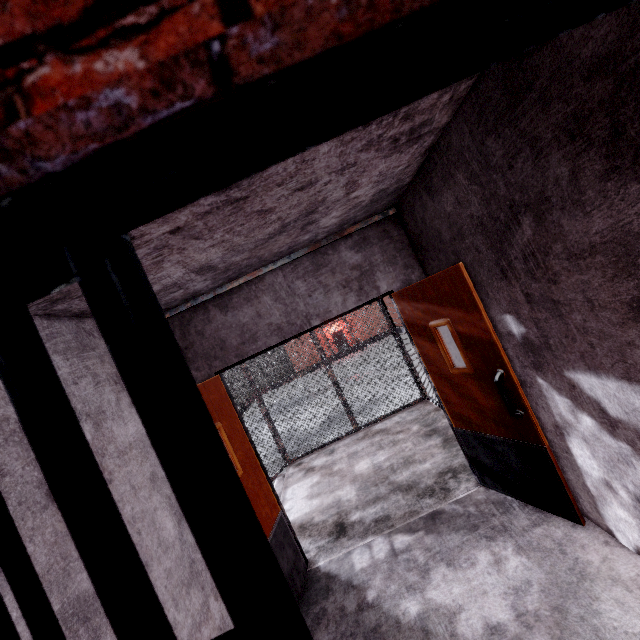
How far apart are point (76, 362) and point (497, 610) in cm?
324

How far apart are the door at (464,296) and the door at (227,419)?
2.0m

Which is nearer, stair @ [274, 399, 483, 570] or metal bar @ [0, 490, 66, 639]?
metal bar @ [0, 490, 66, 639]

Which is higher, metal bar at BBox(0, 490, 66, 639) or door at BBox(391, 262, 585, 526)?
metal bar at BBox(0, 490, 66, 639)

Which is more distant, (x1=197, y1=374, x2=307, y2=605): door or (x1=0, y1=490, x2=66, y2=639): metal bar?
(x1=197, y1=374, x2=307, y2=605): door

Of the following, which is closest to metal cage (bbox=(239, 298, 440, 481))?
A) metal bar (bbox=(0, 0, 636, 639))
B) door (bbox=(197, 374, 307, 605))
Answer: door (bbox=(197, 374, 307, 605))

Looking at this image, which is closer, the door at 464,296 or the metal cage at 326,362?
the door at 464,296

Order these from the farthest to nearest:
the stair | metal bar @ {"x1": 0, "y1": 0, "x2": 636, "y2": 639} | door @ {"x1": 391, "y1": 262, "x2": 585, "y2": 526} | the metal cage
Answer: the metal cage, the stair, door @ {"x1": 391, "y1": 262, "x2": 585, "y2": 526}, metal bar @ {"x1": 0, "y1": 0, "x2": 636, "y2": 639}
